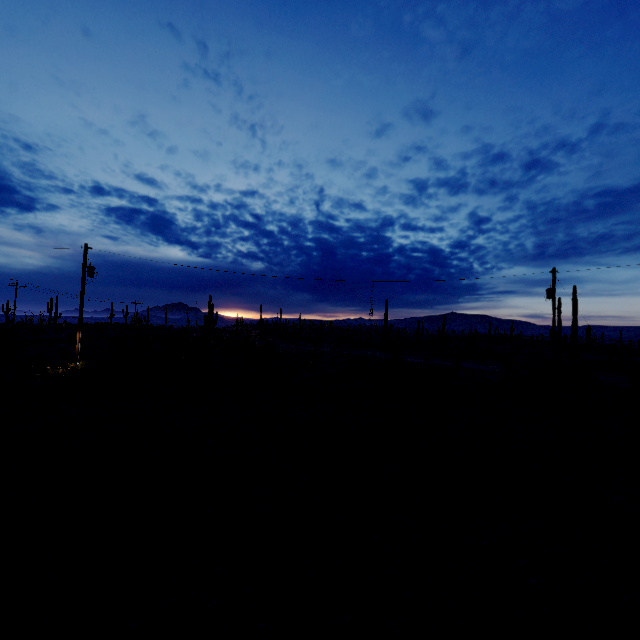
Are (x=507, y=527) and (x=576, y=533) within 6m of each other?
yes
